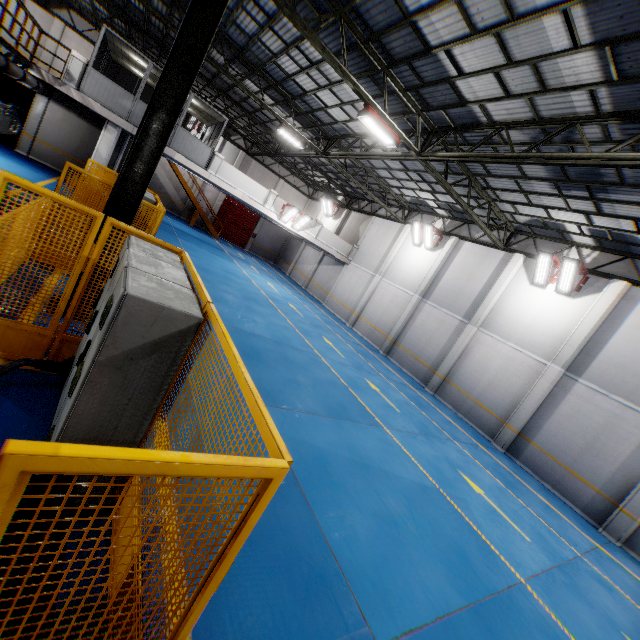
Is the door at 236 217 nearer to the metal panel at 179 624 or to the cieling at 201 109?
the cieling at 201 109

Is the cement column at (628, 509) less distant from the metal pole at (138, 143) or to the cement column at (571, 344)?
the cement column at (571, 344)

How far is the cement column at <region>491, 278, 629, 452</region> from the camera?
12.1 meters

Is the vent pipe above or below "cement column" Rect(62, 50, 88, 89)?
below

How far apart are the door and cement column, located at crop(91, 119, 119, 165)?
14.2m

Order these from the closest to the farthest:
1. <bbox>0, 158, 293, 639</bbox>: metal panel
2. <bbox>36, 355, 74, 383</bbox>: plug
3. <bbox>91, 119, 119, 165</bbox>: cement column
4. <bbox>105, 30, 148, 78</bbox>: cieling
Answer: <bbox>0, 158, 293, 639</bbox>: metal panel → <bbox>36, 355, 74, 383</bbox>: plug → <bbox>105, 30, 148, 78</bbox>: cieling → <bbox>91, 119, 119, 165</bbox>: cement column

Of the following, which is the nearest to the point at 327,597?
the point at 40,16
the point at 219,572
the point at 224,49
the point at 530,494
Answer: the point at 219,572

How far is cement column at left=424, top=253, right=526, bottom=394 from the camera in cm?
1529
